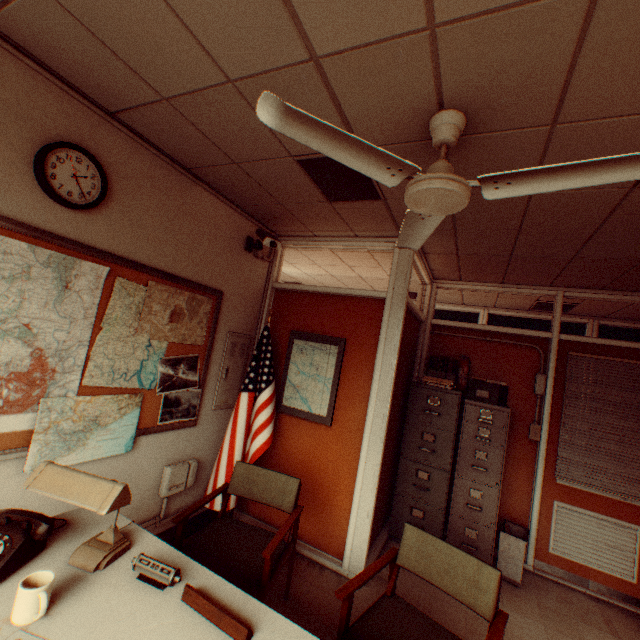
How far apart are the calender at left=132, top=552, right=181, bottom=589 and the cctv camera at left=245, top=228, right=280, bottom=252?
2.7 meters

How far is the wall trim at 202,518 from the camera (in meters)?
3.43

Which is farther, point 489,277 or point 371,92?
point 489,277

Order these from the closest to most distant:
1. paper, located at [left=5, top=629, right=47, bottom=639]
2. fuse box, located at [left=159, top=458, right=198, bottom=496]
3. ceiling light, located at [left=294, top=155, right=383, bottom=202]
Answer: paper, located at [left=5, top=629, right=47, bottom=639], ceiling light, located at [left=294, top=155, right=383, bottom=202], fuse box, located at [left=159, top=458, right=198, bottom=496]

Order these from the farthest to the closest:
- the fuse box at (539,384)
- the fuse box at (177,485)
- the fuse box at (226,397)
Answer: the fuse box at (539,384) < the fuse box at (226,397) < the fuse box at (177,485)

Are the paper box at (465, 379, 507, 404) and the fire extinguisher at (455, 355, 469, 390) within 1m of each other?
yes

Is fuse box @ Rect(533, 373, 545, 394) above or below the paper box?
above

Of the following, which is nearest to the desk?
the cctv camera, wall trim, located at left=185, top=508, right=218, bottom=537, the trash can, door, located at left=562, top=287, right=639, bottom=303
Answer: wall trim, located at left=185, top=508, right=218, bottom=537
